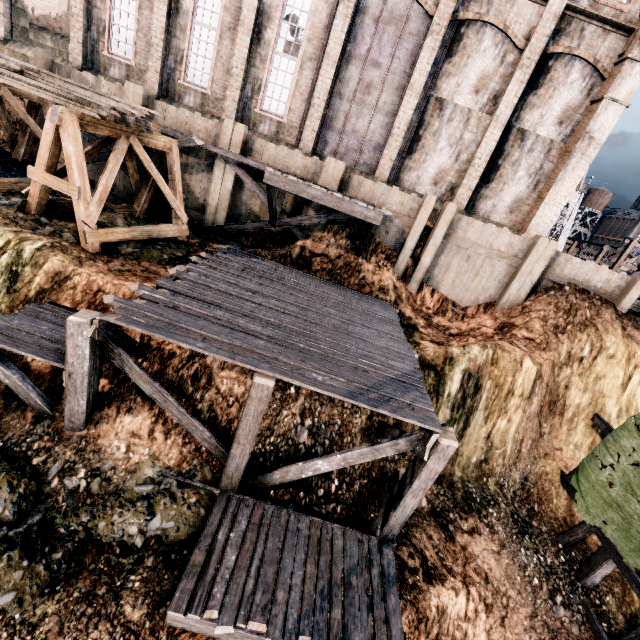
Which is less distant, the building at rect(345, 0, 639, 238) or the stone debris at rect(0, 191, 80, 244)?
the stone debris at rect(0, 191, 80, 244)

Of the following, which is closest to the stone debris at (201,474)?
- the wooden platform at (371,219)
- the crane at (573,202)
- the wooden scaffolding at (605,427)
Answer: the wooden platform at (371,219)

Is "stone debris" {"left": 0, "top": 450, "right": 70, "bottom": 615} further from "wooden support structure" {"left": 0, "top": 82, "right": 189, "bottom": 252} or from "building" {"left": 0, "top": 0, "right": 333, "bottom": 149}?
"building" {"left": 0, "top": 0, "right": 333, "bottom": 149}

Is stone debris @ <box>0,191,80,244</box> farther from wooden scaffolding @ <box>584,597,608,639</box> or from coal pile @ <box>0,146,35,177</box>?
wooden scaffolding @ <box>584,597,608,639</box>

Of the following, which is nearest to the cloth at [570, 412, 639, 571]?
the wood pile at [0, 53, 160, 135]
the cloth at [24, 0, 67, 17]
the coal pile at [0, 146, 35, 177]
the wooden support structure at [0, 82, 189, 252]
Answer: the wooden support structure at [0, 82, 189, 252]

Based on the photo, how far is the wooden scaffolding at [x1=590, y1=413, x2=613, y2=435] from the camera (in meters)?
12.12

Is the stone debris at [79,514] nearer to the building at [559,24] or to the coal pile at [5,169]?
the coal pile at [5,169]

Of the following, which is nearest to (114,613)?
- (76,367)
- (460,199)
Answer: (76,367)
